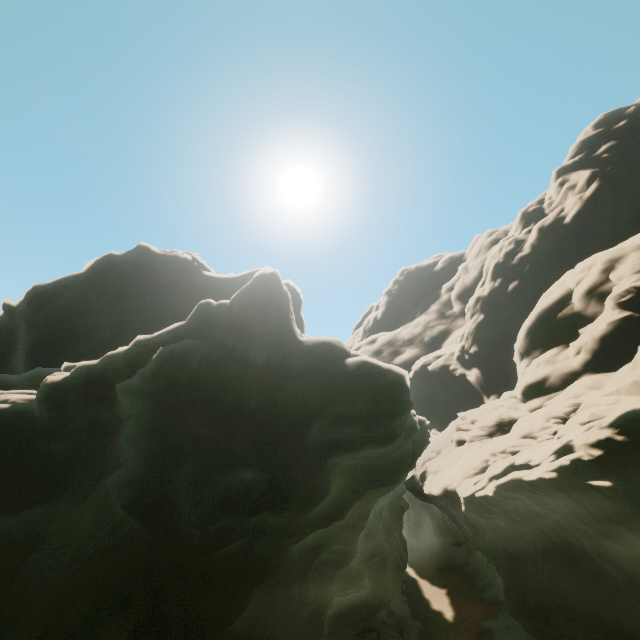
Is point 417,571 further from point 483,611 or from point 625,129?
point 625,129
